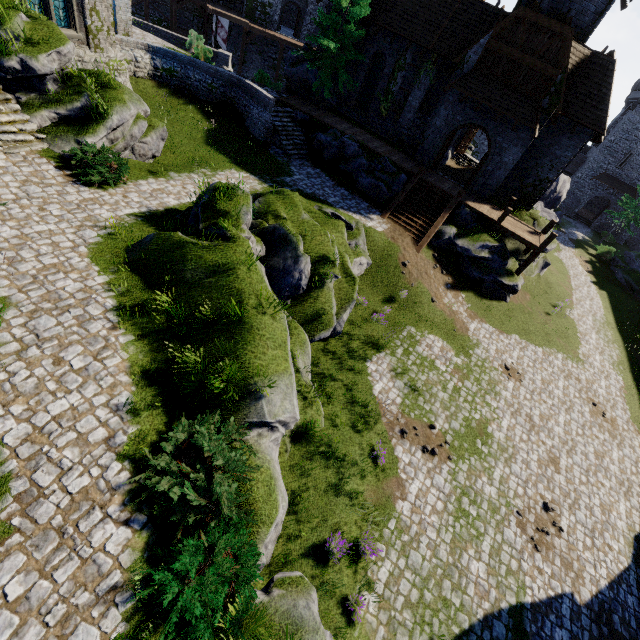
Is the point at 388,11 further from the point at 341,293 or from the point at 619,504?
the point at 619,504

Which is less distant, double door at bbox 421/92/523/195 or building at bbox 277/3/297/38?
double door at bbox 421/92/523/195

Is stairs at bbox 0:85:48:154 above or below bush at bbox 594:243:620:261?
above

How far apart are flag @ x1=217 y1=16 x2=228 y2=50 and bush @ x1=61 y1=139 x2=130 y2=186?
30.6 meters

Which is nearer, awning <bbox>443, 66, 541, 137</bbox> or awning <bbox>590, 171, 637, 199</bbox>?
awning <bbox>443, 66, 541, 137</bbox>

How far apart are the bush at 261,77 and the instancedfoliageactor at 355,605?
32.3 meters

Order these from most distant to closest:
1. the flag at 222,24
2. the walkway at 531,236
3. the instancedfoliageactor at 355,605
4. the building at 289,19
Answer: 1. the building at 289,19
2. the flag at 222,24
3. the walkway at 531,236
4. the instancedfoliageactor at 355,605

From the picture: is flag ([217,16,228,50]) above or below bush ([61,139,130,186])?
above
